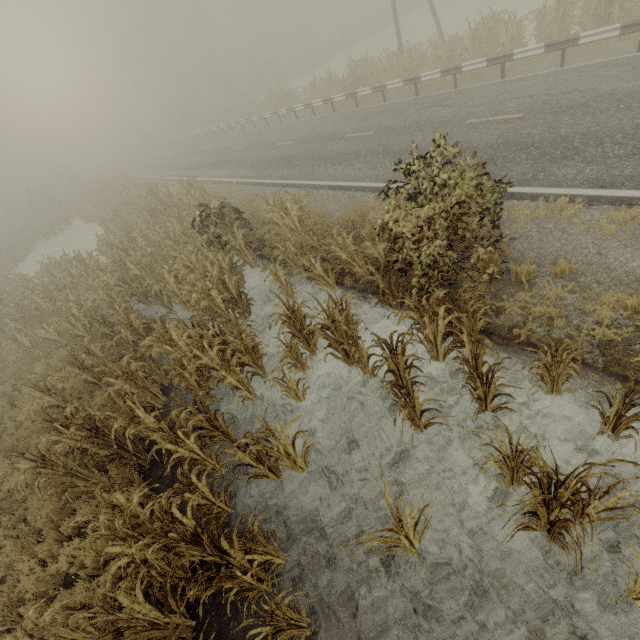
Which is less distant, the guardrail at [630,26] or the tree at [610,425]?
the tree at [610,425]

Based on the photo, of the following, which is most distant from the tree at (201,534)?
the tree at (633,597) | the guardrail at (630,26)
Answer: the guardrail at (630,26)

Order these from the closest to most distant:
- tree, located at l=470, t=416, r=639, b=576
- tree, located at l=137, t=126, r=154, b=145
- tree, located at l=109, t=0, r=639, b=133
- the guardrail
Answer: tree, located at l=470, t=416, r=639, b=576 < the guardrail < tree, located at l=109, t=0, r=639, b=133 < tree, located at l=137, t=126, r=154, b=145

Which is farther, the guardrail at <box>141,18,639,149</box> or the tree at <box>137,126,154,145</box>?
the tree at <box>137,126,154,145</box>

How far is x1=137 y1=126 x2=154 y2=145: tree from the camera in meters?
51.8 m

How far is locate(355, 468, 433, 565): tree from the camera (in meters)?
3.11

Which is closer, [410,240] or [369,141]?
[410,240]

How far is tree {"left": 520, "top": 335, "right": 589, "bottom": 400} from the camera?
4.0 meters
